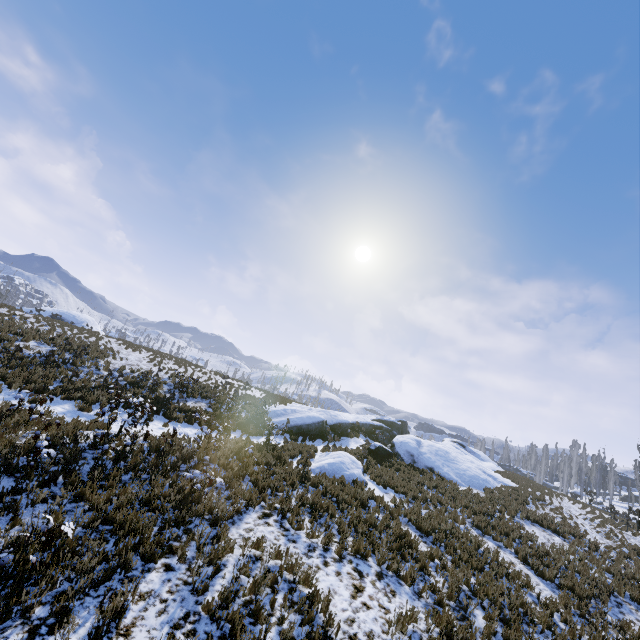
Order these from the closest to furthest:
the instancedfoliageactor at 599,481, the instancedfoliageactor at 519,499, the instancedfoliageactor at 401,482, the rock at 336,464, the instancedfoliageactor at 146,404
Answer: the instancedfoliageactor at 146,404, the rock at 336,464, the instancedfoliageactor at 401,482, the instancedfoliageactor at 519,499, the instancedfoliageactor at 599,481

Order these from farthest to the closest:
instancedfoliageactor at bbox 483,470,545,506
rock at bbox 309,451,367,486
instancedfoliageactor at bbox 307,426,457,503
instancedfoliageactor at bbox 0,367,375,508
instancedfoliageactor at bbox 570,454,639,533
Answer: instancedfoliageactor at bbox 570,454,639,533 < instancedfoliageactor at bbox 483,470,545,506 < instancedfoliageactor at bbox 307,426,457,503 < rock at bbox 309,451,367,486 < instancedfoliageactor at bbox 0,367,375,508

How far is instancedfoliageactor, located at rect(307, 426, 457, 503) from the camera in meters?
15.4

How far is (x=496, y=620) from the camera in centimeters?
790cm

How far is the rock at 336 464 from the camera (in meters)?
14.29

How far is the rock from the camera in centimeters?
1429cm

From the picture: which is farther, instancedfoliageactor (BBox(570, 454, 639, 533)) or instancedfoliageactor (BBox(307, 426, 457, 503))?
instancedfoliageactor (BBox(570, 454, 639, 533))
